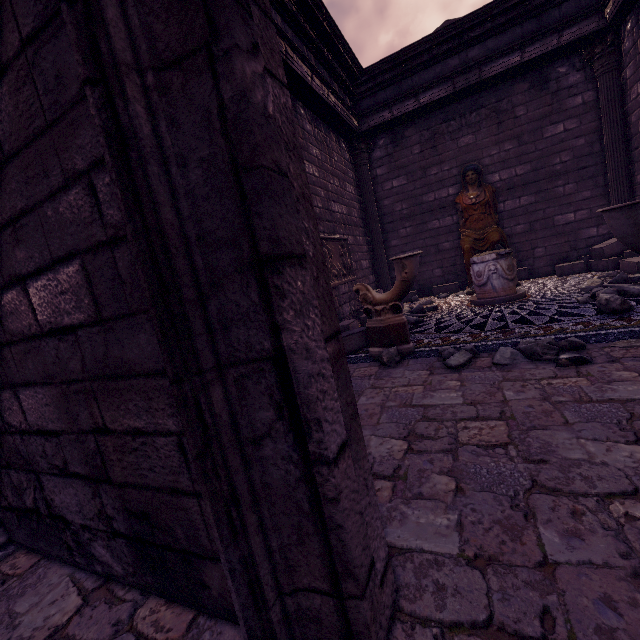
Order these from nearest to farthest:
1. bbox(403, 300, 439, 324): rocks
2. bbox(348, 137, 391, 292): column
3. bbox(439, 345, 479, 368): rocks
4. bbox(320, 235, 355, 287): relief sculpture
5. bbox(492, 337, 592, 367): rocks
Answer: bbox(492, 337, 592, 367): rocks
bbox(439, 345, 479, 368): rocks
bbox(403, 300, 439, 324): rocks
bbox(320, 235, 355, 287): relief sculpture
bbox(348, 137, 391, 292): column

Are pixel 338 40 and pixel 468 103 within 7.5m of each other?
yes

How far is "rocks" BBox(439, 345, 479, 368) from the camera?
3.4m

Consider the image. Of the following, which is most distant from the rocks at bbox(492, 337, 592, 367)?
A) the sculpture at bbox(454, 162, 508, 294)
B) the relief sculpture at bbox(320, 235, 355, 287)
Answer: the sculpture at bbox(454, 162, 508, 294)

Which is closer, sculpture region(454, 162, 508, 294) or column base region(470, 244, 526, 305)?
column base region(470, 244, 526, 305)

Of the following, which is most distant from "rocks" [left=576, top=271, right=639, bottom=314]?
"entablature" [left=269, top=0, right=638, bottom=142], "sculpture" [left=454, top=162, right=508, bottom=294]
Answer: "entablature" [left=269, top=0, right=638, bottom=142]

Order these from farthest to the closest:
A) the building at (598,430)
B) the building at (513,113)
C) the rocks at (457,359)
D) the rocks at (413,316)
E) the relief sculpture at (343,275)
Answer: the building at (513,113)
the relief sculpture at (343,275)
the rocks at (413,316)
the rocks at (457,359)
the building at (598,430)

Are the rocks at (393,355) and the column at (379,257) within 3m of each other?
no
